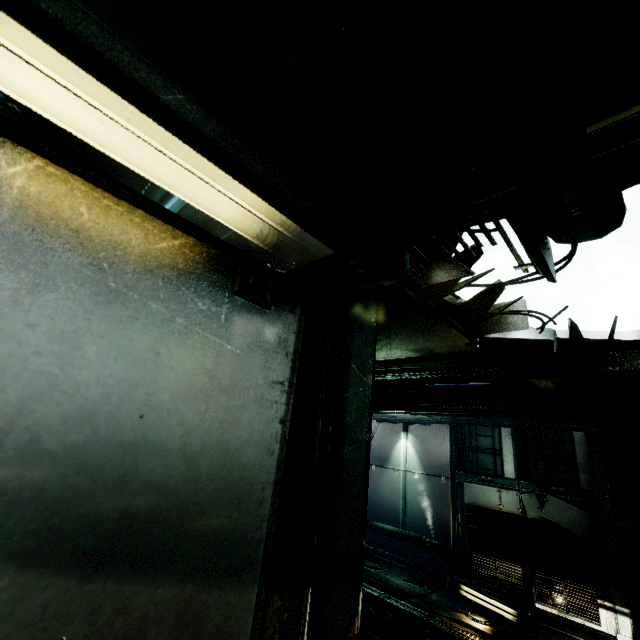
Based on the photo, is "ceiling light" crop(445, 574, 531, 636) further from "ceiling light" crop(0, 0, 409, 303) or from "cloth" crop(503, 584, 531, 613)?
"ceiling light" crop(0, 0, 409, 303)

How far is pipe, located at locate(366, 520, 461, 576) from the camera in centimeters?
927cm

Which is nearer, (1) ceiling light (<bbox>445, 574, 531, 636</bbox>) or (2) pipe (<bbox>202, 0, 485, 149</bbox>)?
(2) pipe (<bbox>202, 0, 485, 149</bbox>)

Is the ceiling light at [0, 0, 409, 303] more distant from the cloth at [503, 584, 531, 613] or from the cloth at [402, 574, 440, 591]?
the cloth at [402, 574, 440, 591]

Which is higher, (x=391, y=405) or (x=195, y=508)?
(x=391, y=405)

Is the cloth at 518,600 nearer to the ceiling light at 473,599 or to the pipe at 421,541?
the ceiling light at 473,599

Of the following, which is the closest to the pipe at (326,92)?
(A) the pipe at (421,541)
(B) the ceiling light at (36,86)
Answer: (B) the ceiling light at (36,86)

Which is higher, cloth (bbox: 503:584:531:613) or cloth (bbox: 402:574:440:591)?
cloth (bbox: 503:584:531:613)
